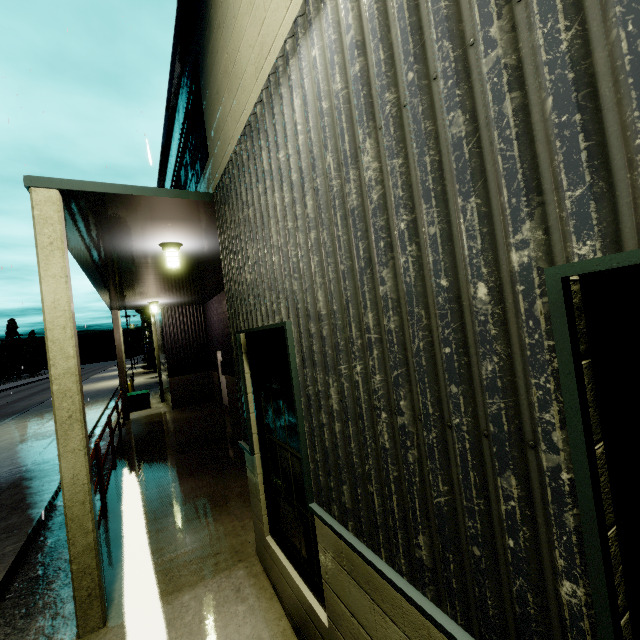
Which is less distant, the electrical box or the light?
the light

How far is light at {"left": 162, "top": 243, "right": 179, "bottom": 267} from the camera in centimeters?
596cm

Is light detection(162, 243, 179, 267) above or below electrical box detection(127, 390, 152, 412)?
above

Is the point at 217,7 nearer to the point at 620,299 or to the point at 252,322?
the point at 252,322

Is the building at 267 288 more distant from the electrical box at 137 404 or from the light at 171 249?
the electrical box at 137 404

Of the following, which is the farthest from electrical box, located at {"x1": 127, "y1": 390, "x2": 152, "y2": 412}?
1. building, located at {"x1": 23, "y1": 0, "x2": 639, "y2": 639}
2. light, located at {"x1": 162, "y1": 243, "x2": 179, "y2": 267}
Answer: light, located at {"x1": 162, "y1": 243, "x2": 179, "y2": 267}

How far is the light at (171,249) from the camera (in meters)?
5.96
